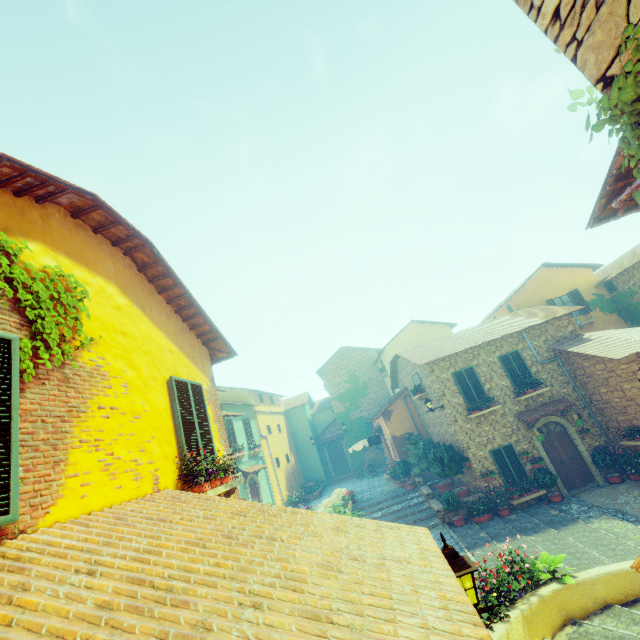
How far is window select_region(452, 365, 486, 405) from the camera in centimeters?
1534cm

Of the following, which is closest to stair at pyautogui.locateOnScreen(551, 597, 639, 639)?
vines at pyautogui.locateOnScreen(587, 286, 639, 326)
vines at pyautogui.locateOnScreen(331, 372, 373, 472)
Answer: vines at pyautogui.locateOnScreen(331, 372, 373, 472)

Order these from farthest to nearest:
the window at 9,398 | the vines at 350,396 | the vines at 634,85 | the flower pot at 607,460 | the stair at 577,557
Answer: the vines at 350,396 → the flower pot at 607,460 → the stair at 577,557 → the window at 9,398 → the vines at 634,85

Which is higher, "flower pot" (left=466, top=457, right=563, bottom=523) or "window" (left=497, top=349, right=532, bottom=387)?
"window" (left=497, top=349, right=532, bottom=387)

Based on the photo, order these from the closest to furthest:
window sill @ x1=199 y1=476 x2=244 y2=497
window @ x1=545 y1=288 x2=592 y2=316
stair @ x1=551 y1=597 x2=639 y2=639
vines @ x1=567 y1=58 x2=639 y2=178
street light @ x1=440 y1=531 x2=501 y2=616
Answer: vines @ x1=567 y1=58 x2=639 y2=178 < street light @ x1=440 y1=531 x2=501 y2=616 < window sill @ x1=199 y1=476 x2=244 y2=497 < stair @ x1=551 y1=597 x2=639 y2=639 < window @ x1=545 y1=288 x2=592 y2=316

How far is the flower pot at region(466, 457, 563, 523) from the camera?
13.3 meters

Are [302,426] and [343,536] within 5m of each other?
no

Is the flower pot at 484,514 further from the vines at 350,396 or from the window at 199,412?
the vines at 350,396
